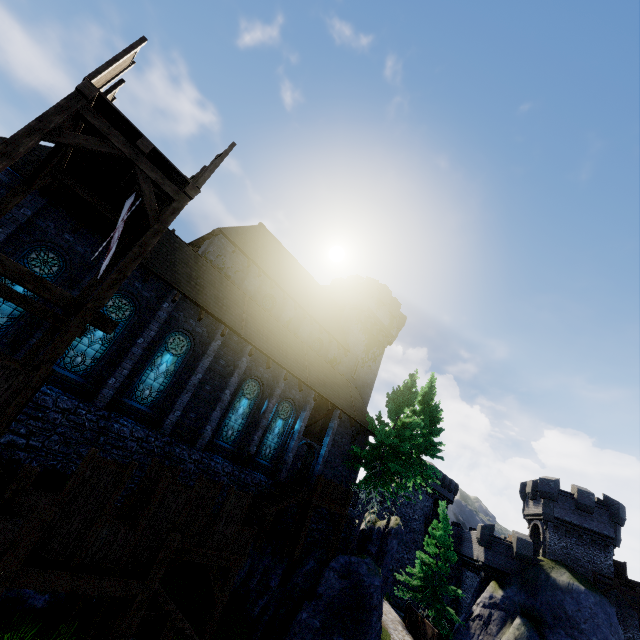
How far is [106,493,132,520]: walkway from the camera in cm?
995

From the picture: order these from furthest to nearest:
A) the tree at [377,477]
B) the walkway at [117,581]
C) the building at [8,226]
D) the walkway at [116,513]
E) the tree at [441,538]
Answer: the tree at [441,538], the tree at [377,477], the building at [8,226], the walkway at [116,513], the walkway at [117,581]

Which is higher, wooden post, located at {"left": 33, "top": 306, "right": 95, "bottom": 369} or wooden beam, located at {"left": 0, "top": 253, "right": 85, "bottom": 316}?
wooden beam, located at {"left": 0, "top": 253, "right": 85, "bottom": 316}

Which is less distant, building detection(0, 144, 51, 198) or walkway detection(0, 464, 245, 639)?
walkway detection(0, 464, 245, 639)

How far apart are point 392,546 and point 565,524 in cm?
1882

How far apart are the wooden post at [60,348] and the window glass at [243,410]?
11.05m

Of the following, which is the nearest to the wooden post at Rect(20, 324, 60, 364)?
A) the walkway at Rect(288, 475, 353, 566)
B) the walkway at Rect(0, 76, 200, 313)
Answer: the walkway at Rect(0, 76, 200, 313)

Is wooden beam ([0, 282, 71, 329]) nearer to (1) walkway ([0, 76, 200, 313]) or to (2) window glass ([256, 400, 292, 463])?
(1) walkway ([0, 76, 200, 313])
